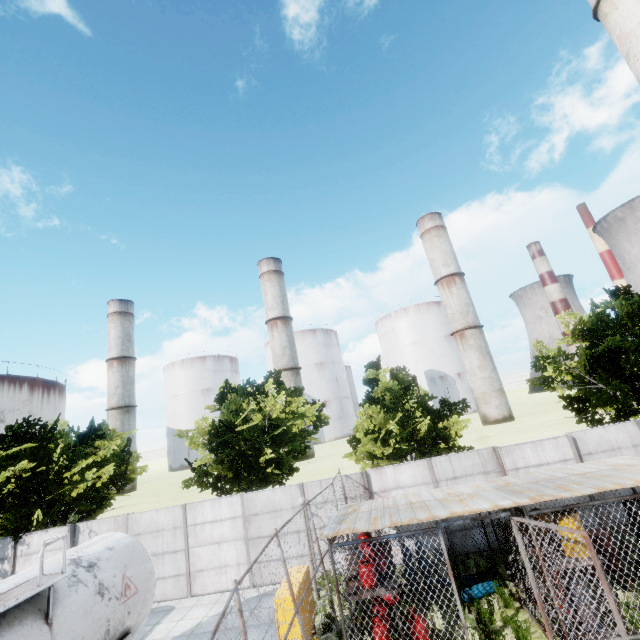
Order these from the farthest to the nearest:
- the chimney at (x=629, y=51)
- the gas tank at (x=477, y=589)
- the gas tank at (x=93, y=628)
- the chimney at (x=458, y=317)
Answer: the chimney at (x=458, y=317)
the chimney at (x=629, y=51)
the gas tank at (x=477, y=589)
the gas tank at (x=93, y=628)

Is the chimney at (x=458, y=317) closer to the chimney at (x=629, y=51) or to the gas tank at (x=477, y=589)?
the chimney at (x=629, y=51)

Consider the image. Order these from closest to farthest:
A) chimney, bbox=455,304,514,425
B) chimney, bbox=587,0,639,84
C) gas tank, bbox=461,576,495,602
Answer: gas tank, bbox=461,576,495,602 → chimney, bbox=587,0,639,84 → chimney, bbox=455,304,514,425

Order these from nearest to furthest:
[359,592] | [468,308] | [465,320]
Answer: [359,592]
[465,320]
[468,308]

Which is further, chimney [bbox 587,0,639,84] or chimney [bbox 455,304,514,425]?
chimney [bbox 455,304,514,425]

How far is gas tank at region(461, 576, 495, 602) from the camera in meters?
10.1

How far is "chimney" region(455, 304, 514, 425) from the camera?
54.6 meters

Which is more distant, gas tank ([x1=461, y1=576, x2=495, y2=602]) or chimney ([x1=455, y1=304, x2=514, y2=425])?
chimney ([x1=455, y1=304, x2=514, y2=425])
